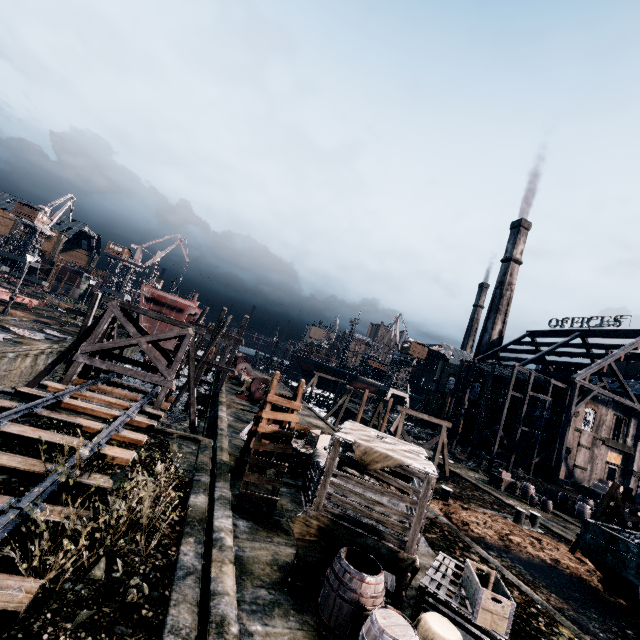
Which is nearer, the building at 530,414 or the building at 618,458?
the building at 618,458

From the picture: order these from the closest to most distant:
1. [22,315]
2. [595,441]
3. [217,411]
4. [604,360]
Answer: [217,411], [22,315], [604,360], [595,441]

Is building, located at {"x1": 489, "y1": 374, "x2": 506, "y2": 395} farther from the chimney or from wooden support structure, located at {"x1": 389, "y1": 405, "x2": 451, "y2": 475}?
the chimney

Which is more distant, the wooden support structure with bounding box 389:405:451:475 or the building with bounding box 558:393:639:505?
the building with bounding box 558:393:639:505

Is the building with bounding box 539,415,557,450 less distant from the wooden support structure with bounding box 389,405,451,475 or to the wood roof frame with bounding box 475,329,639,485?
the wooden support structure with bounding box 389,405,451,475

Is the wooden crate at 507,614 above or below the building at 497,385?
below

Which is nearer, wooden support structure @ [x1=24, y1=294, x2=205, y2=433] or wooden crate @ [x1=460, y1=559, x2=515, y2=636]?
wooden crate @ [x1=460, y1=559, x2=515, y2=636]

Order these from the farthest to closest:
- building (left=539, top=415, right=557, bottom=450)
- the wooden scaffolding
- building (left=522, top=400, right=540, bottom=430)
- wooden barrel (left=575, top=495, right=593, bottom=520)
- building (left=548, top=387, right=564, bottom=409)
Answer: building (left=522, top=400, right=540, bottom=430), building (left=548, top=387, right=564, bottom=409), building (left=539, top=415, right=557, bottom=450), the wooden scaffolding, wooden barrel (left=575, top=495, right=593, bottom=520)
